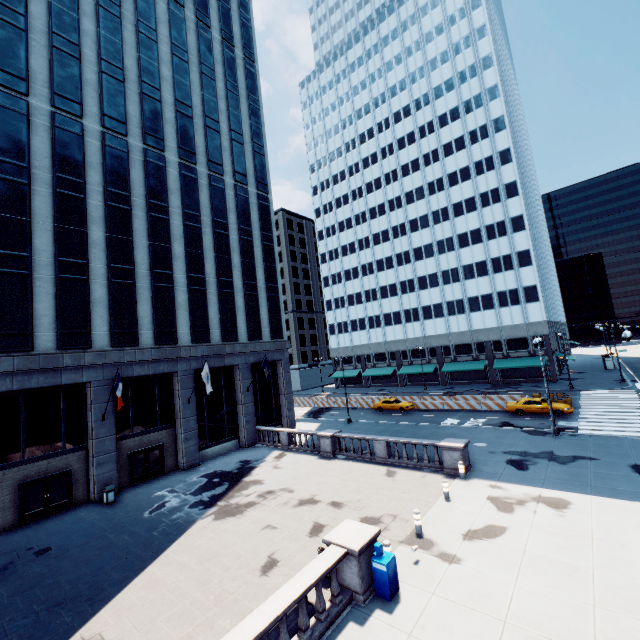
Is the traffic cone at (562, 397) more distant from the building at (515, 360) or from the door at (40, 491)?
the door at (40, 491)

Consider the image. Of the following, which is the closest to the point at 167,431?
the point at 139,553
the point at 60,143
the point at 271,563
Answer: the point at 139,553

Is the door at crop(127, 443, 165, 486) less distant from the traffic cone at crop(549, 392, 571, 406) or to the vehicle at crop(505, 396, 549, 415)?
the vehicle at crop(505, 396, 549, 415)

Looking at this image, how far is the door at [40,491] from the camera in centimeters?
1877cm

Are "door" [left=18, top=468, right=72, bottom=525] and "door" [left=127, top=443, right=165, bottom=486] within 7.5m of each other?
yes

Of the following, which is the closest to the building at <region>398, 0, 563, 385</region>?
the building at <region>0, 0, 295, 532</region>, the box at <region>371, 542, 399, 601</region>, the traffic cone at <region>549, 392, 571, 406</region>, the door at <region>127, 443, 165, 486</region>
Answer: the traffic cone at <region>549, 392, 571, 406</region>

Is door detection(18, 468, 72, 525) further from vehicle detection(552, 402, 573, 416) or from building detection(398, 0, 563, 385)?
building detection(398, 0, 563, 385)

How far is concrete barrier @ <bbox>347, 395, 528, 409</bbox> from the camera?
34.72m
